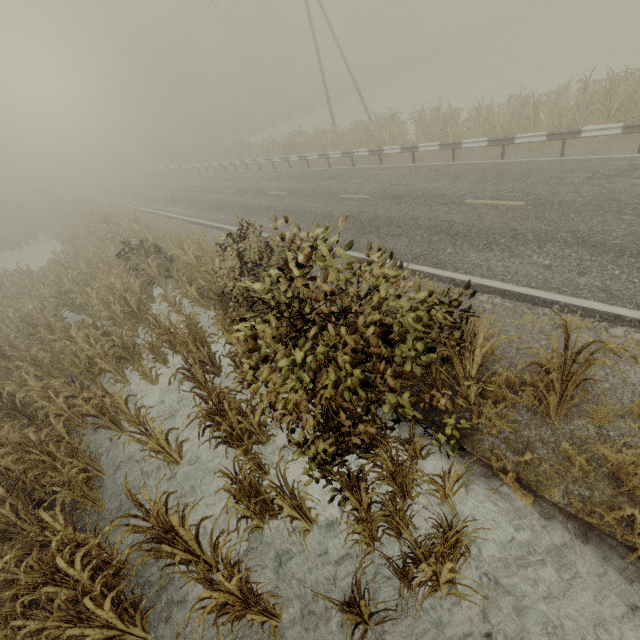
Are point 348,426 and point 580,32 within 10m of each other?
no

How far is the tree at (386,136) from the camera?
19.30m

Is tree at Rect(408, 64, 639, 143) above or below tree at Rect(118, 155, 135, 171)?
below

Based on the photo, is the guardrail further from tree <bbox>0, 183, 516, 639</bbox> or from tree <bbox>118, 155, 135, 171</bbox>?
tree <bbox>0, 183, 516, 639</bbox>

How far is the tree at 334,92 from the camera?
45.34m

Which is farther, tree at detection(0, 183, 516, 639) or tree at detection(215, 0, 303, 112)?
tree at detection(215, 0, 303, 112)

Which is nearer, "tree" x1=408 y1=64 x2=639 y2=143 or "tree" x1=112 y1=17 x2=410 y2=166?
"tree" x1=408 y1=64 x2=639 y2=143

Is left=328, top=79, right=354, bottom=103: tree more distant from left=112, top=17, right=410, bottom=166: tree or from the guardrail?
the guardrail
